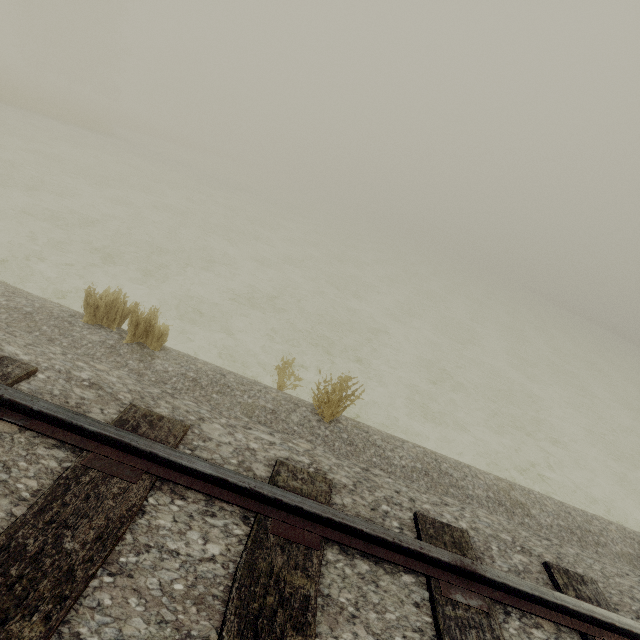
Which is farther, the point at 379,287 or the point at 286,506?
the point at 379,287
